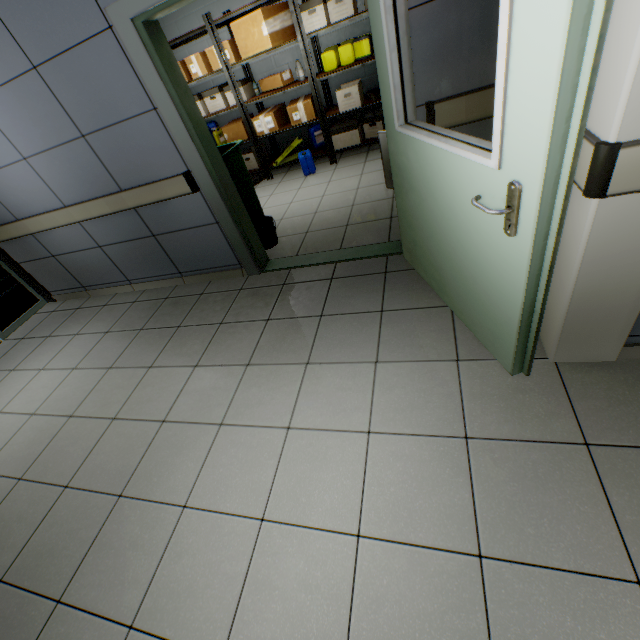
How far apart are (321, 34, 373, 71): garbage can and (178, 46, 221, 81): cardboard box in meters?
1.8

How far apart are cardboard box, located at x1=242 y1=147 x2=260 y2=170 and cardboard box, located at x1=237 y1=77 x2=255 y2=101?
0.78m

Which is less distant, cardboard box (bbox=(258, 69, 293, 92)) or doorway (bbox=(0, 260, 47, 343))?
doorway (bbox=(0, 260, 47, 343))

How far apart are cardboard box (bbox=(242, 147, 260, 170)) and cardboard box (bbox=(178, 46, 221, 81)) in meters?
→ 1.3

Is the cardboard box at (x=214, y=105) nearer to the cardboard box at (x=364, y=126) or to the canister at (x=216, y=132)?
the canister at (x=216, y=132)

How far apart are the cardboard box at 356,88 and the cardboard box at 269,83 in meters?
0.8

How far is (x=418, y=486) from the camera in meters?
1.5

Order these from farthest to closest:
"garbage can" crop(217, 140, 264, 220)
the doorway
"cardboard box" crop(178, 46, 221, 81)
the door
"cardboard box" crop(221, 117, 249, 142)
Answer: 1. "cardboard box" crop(221, 117, 249, 142)
2. "cardboard box" crop(178, 46, 221, 81)
3. the doorway
4. "garbage can" crop(217, 140, 264, 220)
5. the door
